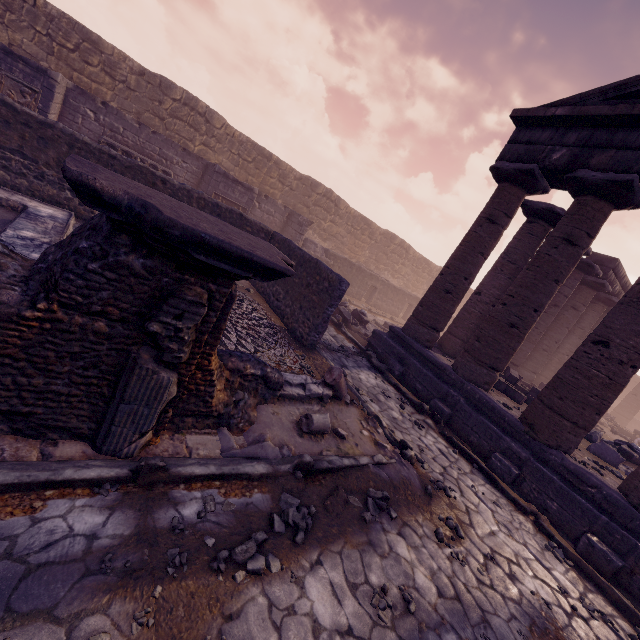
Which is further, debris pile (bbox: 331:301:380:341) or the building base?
debris pile (bbox: 331:301:380:341)

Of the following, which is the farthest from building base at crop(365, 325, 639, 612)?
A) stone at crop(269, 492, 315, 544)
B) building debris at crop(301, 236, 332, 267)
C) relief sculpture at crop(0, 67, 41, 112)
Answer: relief sculpture at crop(0, 67, 41, 112)

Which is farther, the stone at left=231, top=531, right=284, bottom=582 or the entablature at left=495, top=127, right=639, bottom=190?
the entablature at left=495, top=127, right=639, bottom=190

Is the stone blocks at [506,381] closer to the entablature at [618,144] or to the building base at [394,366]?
the building base at [394,366]

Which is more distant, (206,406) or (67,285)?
(206,406)

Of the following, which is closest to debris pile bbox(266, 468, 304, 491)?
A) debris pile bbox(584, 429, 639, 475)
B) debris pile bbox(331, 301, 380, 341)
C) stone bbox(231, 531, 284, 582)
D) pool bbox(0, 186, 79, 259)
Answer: stone bbox(231, 531, 284, 582)

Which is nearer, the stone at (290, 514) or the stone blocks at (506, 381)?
the stone at (290, 514)

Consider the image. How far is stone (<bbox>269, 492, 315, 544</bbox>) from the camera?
3.10m
